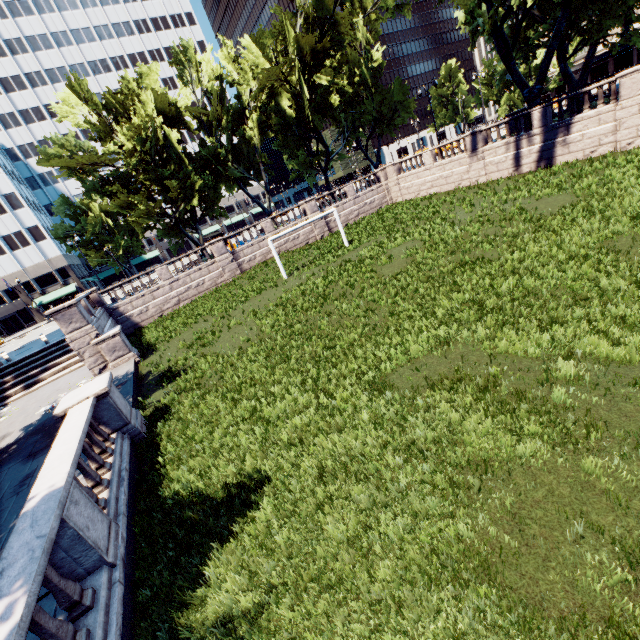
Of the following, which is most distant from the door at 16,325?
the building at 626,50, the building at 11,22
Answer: the building at 626,50

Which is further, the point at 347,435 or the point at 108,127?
the point at 108,127

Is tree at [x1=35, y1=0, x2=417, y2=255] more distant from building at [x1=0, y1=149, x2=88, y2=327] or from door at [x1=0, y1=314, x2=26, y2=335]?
door at [x1=0, y1=314, x2=26, y2=335]

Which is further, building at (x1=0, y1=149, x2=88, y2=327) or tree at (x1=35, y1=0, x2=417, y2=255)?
building at (x1=0, y1=149, x2=88, y2=327)

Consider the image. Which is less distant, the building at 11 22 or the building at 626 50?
the building at 626 50

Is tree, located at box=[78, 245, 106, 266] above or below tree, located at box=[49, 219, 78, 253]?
below

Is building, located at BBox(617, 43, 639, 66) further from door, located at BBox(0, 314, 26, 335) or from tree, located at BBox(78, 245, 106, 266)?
door, located at BBox(0, 314, 26, 335)

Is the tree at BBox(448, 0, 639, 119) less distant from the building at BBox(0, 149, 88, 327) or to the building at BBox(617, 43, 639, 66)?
the building at BBox(0, 149, 88, 327)
